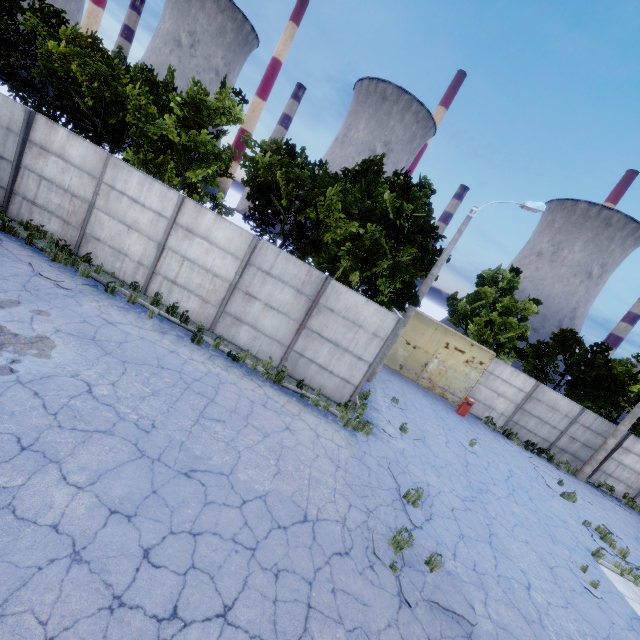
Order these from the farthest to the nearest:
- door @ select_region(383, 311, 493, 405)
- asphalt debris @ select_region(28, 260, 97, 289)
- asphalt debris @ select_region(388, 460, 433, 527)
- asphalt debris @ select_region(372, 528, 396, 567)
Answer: door @ select_region(383, 311, 493, 405)
asphalt debris @ select_region(28, 260, 97, 289)
asphalt debris @ select_region(388, 460, 433, 527)
asphalt debris @ select_region(372, 528, 396, 567)

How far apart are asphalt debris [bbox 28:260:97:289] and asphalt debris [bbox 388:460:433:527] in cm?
1043

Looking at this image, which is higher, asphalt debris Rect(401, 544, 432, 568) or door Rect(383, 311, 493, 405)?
door Rect(383, 311, 493, 405)

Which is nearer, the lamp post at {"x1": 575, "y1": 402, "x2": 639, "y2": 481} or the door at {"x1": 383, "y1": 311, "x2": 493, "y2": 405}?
the lamp post at {"x1": 575, "y1": 402, "x2": 639, "y2": 481}

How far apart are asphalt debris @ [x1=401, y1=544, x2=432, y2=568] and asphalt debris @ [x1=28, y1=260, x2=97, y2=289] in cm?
1033

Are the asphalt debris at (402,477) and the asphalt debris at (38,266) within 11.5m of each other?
yes

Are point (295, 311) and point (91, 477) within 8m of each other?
yes

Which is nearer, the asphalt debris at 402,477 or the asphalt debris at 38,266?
the asphalt debris at 402,477
